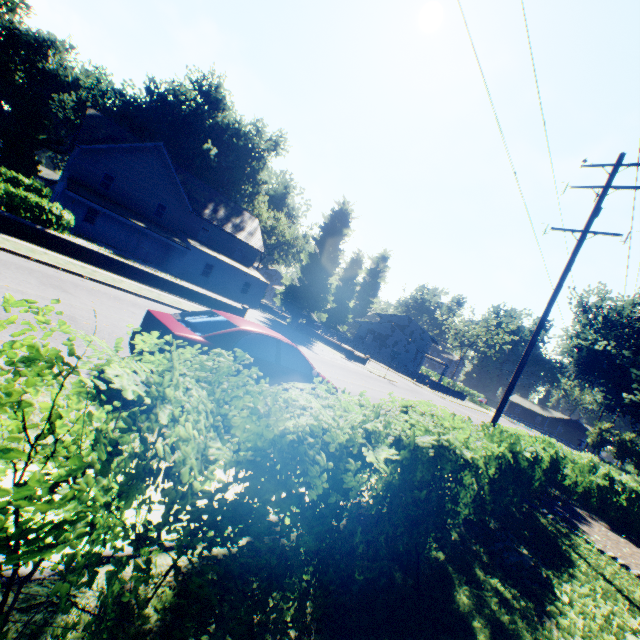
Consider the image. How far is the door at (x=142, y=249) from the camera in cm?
3316

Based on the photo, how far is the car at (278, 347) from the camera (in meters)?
5.29

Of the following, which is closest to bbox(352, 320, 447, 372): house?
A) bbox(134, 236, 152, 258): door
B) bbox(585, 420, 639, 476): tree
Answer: bbox(585, 420, 639, 476): tree

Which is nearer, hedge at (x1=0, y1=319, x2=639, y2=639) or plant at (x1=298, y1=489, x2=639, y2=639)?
hedge at (x1=0, y1=319, x2=639, y2=639)

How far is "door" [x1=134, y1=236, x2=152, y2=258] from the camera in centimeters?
3316cm

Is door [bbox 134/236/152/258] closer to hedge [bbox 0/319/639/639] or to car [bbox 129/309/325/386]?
hedge [bbox 0/319/639/639]

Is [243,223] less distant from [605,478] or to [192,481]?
[605,478]

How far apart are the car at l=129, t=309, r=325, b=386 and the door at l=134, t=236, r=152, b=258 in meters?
31.0 m
